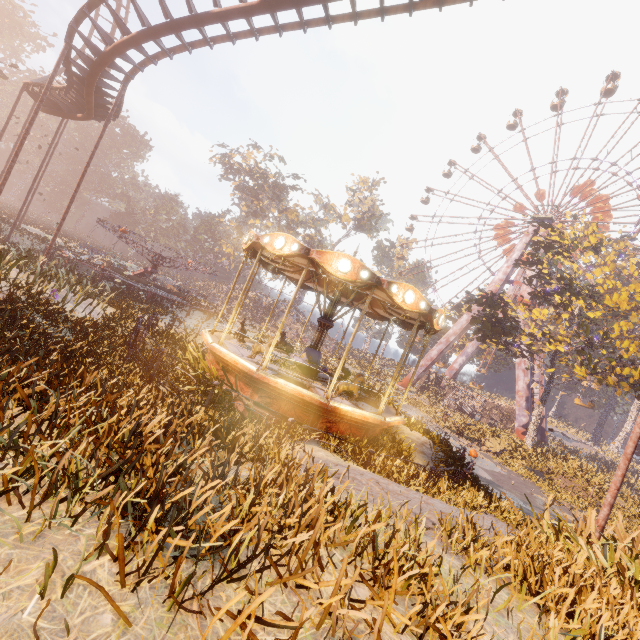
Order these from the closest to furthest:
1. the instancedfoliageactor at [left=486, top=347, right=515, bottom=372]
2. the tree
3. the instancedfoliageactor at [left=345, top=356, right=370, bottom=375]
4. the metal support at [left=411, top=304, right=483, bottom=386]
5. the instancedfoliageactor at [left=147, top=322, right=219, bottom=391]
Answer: the instancedfoliageactor at [left=147, top=322, right=219, bottom=391] < the tree < the instancedfoliageactor at [left=345, top=356, right=370, bottom=375] < the metal support at [left=411, top=304, right=483, bottom=386] < the instancedfoliageactor at [left=486, top=347, right=515, bottom=372]

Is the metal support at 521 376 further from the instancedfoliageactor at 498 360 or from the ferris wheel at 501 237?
the instancedfoliageactor at 498 360

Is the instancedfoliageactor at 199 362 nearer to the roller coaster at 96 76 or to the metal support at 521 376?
the roller coaster at 96 76

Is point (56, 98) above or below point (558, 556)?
above

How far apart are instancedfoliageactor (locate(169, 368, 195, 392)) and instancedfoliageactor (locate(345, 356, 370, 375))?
36.4 meters

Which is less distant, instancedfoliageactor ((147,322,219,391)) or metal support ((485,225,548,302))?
instancedfoliageactor ((147,322,219,391))

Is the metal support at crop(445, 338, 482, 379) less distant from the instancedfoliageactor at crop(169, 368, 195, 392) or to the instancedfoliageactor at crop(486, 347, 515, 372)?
the instancedfoliageactor at crop(486, 347, 515, 372)

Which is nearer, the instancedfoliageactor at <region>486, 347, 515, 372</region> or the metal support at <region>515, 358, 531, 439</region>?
the metal support at <region>515, 358, 531, 439</region>
